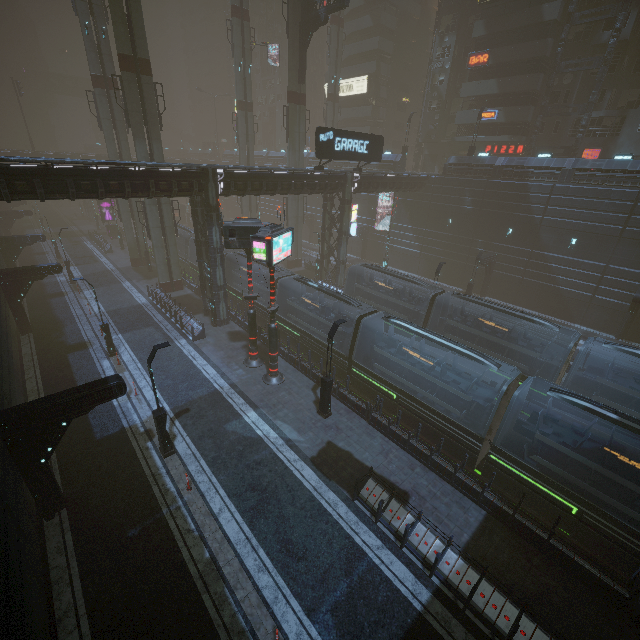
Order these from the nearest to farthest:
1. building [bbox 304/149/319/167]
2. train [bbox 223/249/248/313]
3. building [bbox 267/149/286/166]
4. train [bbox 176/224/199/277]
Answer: train [bbox 223/249/248/313] < train [bbox 176/224/199/277] < building [bbox 304/149/319/167] < building [bbox 267/149/286/166]

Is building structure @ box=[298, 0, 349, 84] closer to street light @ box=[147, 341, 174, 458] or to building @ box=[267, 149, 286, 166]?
building @ box=[267, 149, 286, 166]

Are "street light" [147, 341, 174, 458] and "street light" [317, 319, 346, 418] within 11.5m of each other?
yes

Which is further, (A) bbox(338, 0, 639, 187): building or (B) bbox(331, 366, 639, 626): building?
(A) bbox(338, 0, 639, 187): building

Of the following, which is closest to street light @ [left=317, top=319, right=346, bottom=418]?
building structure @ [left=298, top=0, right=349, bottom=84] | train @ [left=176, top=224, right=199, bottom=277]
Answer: train @ [left=176, top=224, right=199, bottom=277]

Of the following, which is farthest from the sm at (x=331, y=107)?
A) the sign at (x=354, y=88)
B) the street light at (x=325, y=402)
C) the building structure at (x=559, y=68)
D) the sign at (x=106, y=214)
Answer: the street light at (x=325, y=402)

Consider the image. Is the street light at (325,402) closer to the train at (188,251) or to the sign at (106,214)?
the train at (188,251)

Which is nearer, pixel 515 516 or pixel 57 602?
pixel 57 602
